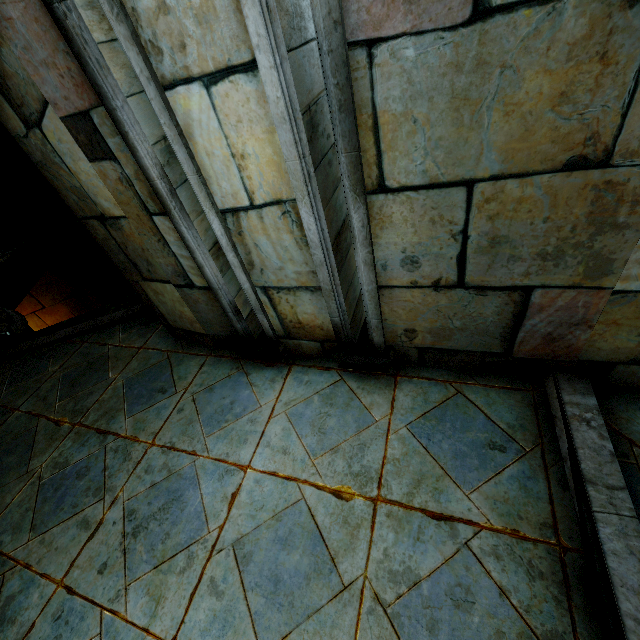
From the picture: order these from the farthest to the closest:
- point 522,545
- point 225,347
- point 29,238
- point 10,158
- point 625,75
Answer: point 29,238 → point 10,158 → point 225,347 → point 522,545 → point 625,75
